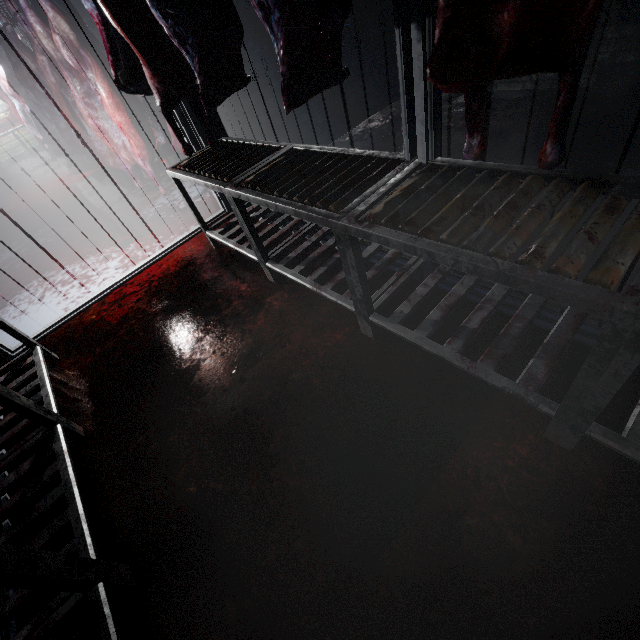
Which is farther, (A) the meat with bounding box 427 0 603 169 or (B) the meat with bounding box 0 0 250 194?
(B) the meat with bounding box 0 0 250 194

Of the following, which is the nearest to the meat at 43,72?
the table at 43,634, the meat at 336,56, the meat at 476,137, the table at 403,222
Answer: the table at 403,222

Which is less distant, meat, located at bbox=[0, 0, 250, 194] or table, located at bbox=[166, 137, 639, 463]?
table, located at bbox=[166, 137, 639, 463]

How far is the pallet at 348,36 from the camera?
3.59m

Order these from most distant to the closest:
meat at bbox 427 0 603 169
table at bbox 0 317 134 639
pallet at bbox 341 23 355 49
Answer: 1. pallet at bbox 341 23 355 49
2. table at bbox 0 317 134 639
3. meat at bbox 427 0 603 169

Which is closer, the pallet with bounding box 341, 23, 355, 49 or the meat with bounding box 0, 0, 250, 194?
the meat with bounding box 0, 0, 250, 194

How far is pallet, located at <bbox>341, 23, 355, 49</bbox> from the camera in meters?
3.6

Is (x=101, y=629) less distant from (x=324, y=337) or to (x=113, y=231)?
(x=324, y=337)
